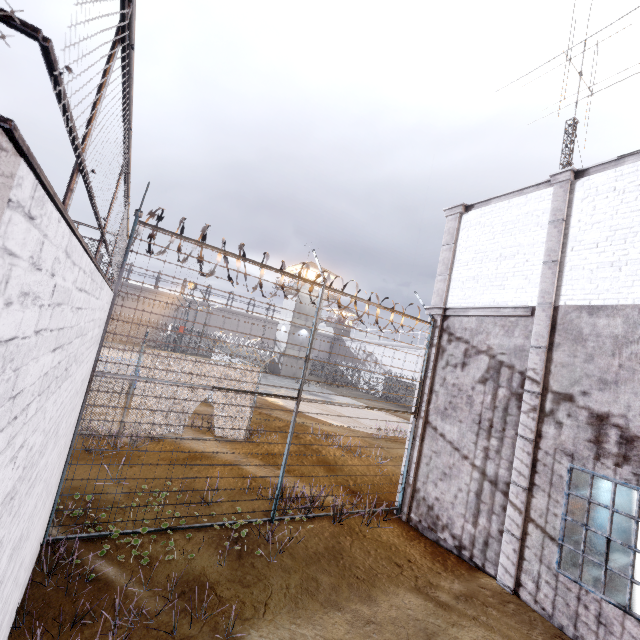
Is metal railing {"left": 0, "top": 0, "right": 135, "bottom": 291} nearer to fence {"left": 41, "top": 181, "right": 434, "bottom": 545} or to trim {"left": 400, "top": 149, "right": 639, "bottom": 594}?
fence {"left": 41, "top": 181, "right": 434, "bottom": 545}

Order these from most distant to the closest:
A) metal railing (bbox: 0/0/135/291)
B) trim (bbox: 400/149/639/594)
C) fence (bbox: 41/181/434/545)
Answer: trim (bbox: 400/149/639/594) < fence (bbox: 41/181/434/545) < metal railing (bbox: 0/0/135/291)

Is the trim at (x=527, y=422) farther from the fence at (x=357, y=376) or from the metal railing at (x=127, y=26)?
the metal railing at (x=127, y=26)

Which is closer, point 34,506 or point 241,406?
point 34,506

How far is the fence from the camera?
5.6 meters

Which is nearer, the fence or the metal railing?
the metal railing

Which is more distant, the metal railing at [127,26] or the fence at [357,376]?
the fence at [357,376]
